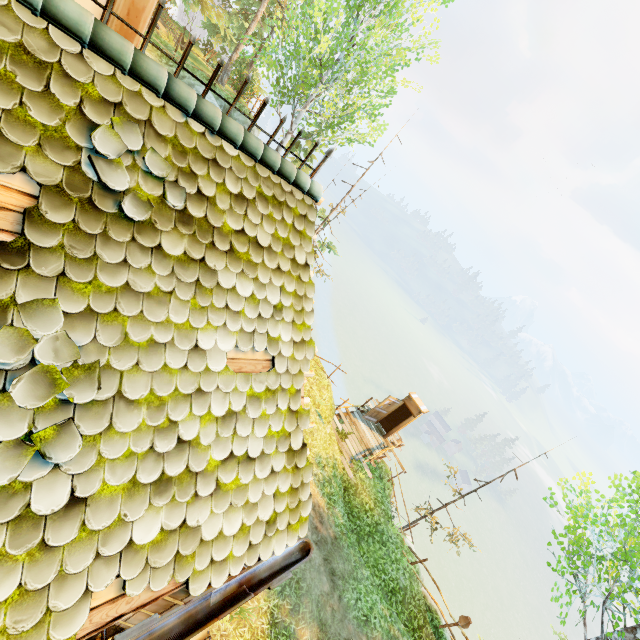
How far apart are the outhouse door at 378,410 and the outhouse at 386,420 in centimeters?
3cm

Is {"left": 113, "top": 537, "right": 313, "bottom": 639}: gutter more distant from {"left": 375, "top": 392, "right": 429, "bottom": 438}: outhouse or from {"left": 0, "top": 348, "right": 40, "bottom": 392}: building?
{"left": 375, "top": 392, "right": 429, "bottom": 438}: outhouse

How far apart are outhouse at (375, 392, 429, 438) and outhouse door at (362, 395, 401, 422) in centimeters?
3cm

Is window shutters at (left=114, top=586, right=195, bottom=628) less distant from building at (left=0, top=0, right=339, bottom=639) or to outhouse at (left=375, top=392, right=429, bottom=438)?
building at (left=0, top=0, right=339, bottom=639)

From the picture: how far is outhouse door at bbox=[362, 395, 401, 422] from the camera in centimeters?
1644cm

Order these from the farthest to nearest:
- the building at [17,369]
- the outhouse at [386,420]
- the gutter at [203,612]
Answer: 1. the outhouse at [386,420]
2. the gutter at [203,612]
3. the building at [17,369]

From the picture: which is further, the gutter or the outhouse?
the outhouse

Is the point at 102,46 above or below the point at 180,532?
above
